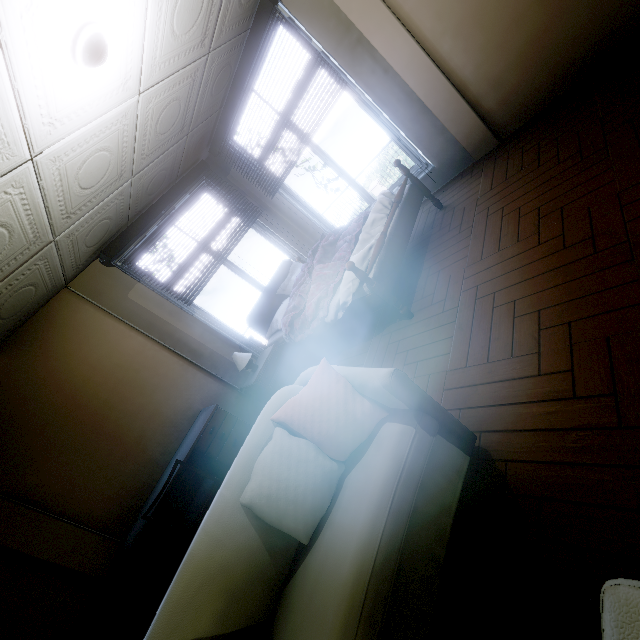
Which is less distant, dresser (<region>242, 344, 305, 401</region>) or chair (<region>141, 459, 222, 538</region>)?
chair (<region>141, 459, 222, 538</region>)

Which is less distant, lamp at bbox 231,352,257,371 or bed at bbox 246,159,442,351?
bed at bbox 246,159,442,351

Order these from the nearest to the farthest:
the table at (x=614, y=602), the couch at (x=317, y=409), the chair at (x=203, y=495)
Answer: the table at (x=614, y=602), the couch at (x=317, y=409), the chair at (x=203, y=495)

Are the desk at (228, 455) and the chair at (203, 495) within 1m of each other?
yes

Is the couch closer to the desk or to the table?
the table

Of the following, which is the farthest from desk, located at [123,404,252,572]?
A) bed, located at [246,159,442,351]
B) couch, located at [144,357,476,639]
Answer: couch, located at [144,357,476,639]

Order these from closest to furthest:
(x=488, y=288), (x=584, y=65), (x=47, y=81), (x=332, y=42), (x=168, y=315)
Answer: (x=47, y=81), (x=488, y=288), (x=584, y=65), (x=332, y=42), (x=168, y=315)

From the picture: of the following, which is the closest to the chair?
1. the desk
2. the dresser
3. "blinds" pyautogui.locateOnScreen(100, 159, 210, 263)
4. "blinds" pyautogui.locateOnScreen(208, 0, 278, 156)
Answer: the desk
